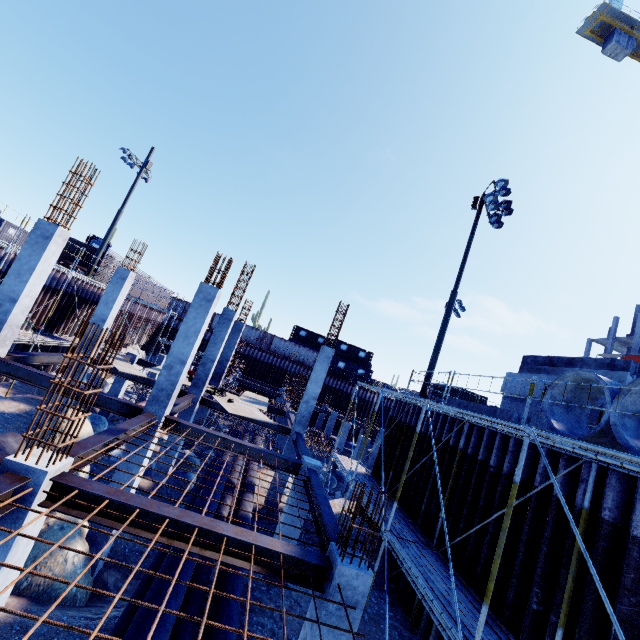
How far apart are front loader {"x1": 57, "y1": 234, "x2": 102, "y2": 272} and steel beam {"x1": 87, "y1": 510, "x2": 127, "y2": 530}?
26.84m

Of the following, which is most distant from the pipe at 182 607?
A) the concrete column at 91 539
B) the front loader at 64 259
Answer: the front loader at 64 259

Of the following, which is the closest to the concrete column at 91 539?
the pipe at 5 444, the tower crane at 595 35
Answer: the pipe at 5 444

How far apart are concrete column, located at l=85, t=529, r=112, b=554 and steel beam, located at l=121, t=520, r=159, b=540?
4.53m

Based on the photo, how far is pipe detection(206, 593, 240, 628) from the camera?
6.7m

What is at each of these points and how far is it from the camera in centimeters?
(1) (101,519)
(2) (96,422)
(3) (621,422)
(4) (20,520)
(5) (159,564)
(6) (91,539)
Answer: (1) steel beam, 470cm
(2) compgrassrocksplants, 1565cm
(3) concrete pipe, 661cm
(4) concrete column, 436cm
(5) pipe, 751cm
(6) concrete column, 873cm

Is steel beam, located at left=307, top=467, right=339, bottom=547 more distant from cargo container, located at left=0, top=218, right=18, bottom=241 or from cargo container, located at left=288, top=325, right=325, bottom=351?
cargo container, located at left=0, top=218, right=18, bottom=241

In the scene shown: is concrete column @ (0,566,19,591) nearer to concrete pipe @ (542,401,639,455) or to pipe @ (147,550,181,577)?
pipe @ (147,550,181,577)
